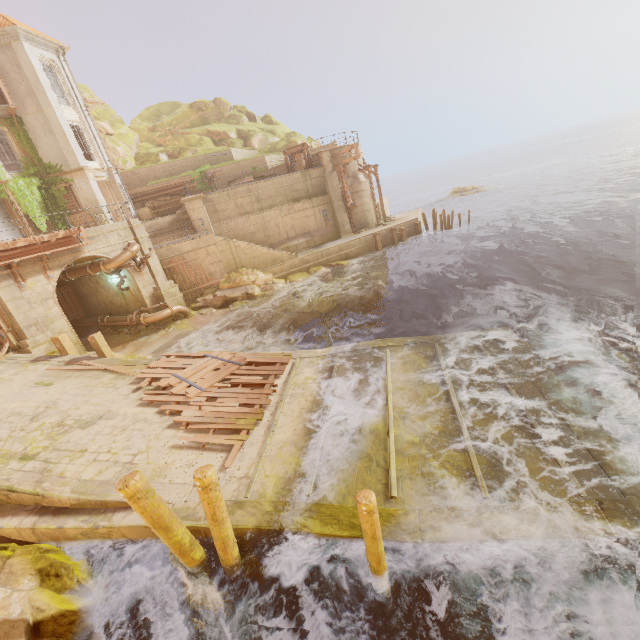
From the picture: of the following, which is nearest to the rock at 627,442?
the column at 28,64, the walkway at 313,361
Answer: the walkway at 313,361

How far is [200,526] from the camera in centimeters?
618cm

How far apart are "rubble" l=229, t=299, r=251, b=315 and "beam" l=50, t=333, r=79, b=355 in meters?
8.0 m

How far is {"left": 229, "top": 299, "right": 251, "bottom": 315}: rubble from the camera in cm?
2054

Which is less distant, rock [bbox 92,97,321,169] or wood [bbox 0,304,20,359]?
wood [bbox 0,304,20,359]

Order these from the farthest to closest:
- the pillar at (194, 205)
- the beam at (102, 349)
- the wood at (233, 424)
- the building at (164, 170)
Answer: the building at (164, 170) → the pillar at (194, 205) → the beam at (102, 349) → the wood at (233, 424)

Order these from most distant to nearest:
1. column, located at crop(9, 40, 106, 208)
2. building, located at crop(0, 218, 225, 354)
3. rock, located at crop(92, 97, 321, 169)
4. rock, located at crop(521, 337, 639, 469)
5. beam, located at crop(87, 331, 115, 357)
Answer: rock, located at crop(92, 97, 321, 169), column, located at crop(9, 40, 106, 208), building, located at crop(0, 218, 225, 354), beam, located at crop(87, 331, 115, 357), rock, located at crop(521, 337, 639, 469)

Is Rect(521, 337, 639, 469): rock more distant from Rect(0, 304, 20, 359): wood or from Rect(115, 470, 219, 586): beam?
Rect(0, 304, 20, 359): wood
